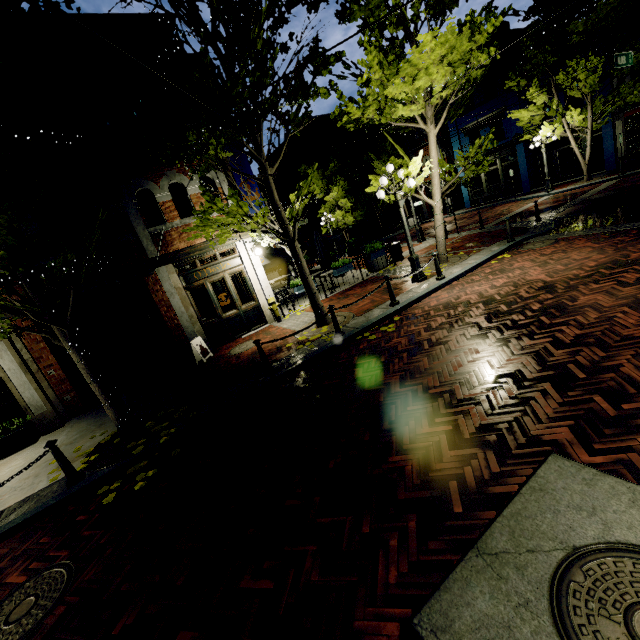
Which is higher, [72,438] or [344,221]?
[344,221]

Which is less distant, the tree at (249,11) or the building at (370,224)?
the tree at (249,11)

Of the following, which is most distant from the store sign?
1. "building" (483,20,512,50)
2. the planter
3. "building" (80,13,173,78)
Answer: "building" (483,20,512,50)

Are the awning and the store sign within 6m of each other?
yes

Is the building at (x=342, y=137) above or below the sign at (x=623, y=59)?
above

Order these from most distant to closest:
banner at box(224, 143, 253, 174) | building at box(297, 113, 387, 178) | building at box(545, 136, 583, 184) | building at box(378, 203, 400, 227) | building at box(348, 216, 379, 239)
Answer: building at box(348, 216, 379, 239)
building at box(378, 203, 400, 227)
building at box(297, 113, 387, 178)
building at box(545, 136, 583, 184)
banner at box(224, 143, 253, 174)

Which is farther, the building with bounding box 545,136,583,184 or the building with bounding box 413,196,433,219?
the building with bounding box 413,196,433,219

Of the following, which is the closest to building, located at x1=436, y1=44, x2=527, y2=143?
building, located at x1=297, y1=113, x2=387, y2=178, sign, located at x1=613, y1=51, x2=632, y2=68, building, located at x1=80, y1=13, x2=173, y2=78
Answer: building, located at x1=297, y1=113, x2=387, y2=178
